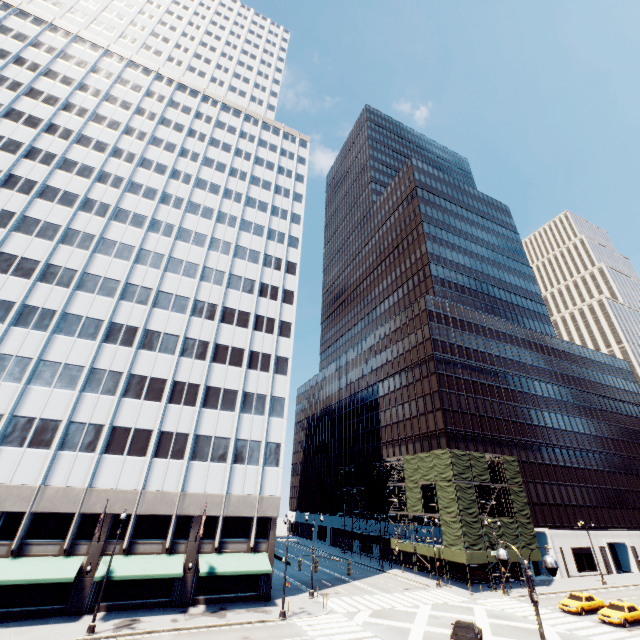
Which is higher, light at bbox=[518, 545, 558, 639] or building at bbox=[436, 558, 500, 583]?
light at bbox=[518, 545, 558, 639]

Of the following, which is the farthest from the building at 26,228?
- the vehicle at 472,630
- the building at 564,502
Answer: the building at 564,502

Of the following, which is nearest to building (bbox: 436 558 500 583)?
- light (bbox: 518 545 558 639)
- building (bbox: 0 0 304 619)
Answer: building (bbox: 0 0 304 619)

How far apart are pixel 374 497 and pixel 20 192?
68.00m

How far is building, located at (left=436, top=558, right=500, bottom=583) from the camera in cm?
4197

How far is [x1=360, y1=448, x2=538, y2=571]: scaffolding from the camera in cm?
4050

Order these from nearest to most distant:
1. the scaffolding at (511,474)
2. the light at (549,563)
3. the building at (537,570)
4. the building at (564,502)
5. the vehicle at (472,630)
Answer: the light at (549,563)
the vehicle at (472,630)
the scaffolding at (511,474)
the building at (537,570)
the building at (564,502)
